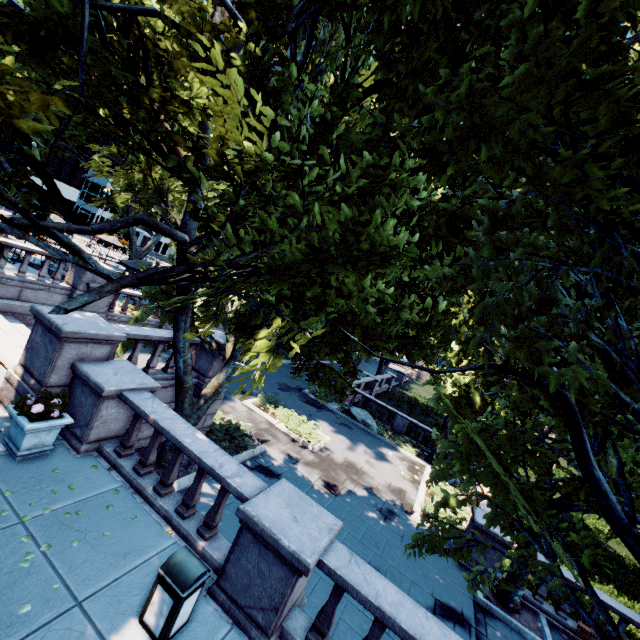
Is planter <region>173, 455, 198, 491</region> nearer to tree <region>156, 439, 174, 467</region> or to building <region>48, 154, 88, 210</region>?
tree <region>156, 439, 174, 467</region>

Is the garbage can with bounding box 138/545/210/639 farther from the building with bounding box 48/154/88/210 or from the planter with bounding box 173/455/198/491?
the building with bounding box 48/154/88/210

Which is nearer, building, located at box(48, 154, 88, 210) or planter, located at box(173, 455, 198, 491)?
planter, located at box(173, 455, 198, 491)

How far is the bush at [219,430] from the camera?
12.36m

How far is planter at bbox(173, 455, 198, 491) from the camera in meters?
9.5

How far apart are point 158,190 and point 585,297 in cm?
1107

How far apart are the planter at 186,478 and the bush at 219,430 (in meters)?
0.01

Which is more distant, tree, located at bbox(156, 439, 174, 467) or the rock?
the rock
